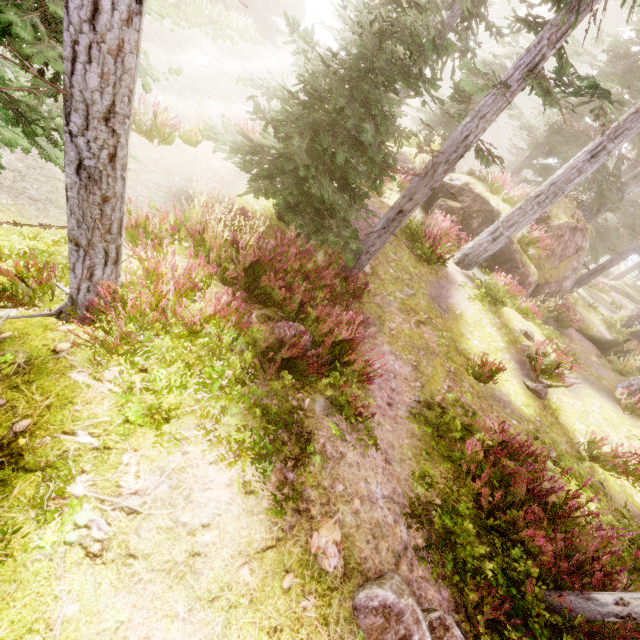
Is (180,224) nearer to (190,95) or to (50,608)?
(50,608)

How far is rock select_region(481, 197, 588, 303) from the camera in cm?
1317

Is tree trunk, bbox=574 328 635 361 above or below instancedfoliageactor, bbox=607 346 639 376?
below

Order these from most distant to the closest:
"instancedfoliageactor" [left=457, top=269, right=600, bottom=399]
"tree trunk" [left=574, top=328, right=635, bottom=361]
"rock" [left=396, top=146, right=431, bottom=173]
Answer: "rock" [left=396, top=146, right=431, bottom=173] → "tree trunk" [left=574, top=328, right=635, bottom=361] → "instancedfoliageactor" [left=457, top=269, right=600, bottom=399]

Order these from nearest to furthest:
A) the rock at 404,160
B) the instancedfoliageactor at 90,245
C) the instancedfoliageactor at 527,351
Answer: the instancedfoliageactor at 90,245
the instancedfoliageactor at 527,351
the rock at 404,160

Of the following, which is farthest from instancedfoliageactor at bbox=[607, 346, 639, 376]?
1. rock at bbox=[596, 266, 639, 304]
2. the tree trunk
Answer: the tree trunk

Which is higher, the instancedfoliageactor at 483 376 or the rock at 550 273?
the rock at 550 273

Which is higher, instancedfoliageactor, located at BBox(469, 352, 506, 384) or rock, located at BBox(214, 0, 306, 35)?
instancedfoliageactor, located at BBox(469, 352, 506, 384)
